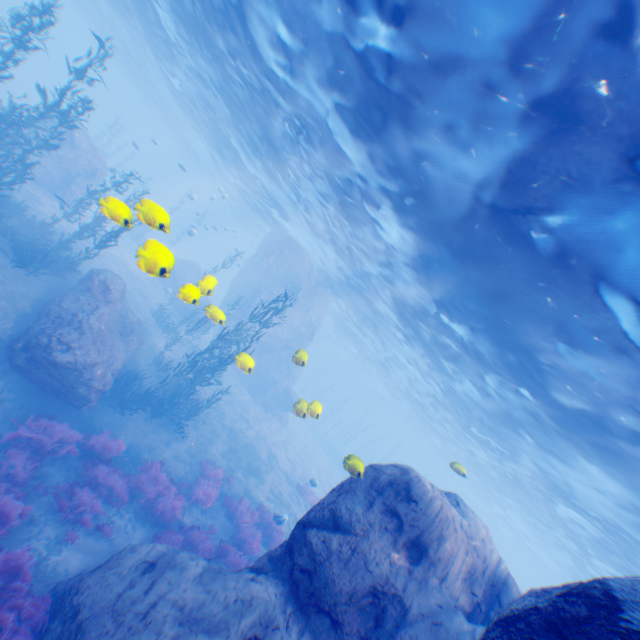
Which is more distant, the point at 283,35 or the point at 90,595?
the point at 283,35

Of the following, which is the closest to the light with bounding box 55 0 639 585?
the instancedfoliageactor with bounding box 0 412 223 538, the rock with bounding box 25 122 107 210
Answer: the rock with bounding box 25 122 107 210

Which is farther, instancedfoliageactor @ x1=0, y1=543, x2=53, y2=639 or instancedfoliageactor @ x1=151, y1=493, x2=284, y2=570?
instancedfoliageactor @ x1=151, y1=493, x2=284, y2=570

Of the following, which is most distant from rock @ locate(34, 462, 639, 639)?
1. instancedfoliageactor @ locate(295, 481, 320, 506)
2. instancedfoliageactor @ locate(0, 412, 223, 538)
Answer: instancedfoliageactor @ locate(295, 481, 320, 506)

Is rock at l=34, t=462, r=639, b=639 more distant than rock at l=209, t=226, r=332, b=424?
No

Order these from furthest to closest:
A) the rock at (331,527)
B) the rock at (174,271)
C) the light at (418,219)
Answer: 1. the light at (418,219)
2. the rock at (174,271)
3. the rock at (331,527)

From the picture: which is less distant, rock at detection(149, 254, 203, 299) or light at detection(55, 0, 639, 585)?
rock at detection(149, 254, 203, 299)

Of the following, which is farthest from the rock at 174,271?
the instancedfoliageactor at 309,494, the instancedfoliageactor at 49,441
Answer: the instancedfoliageactor at 309,494
